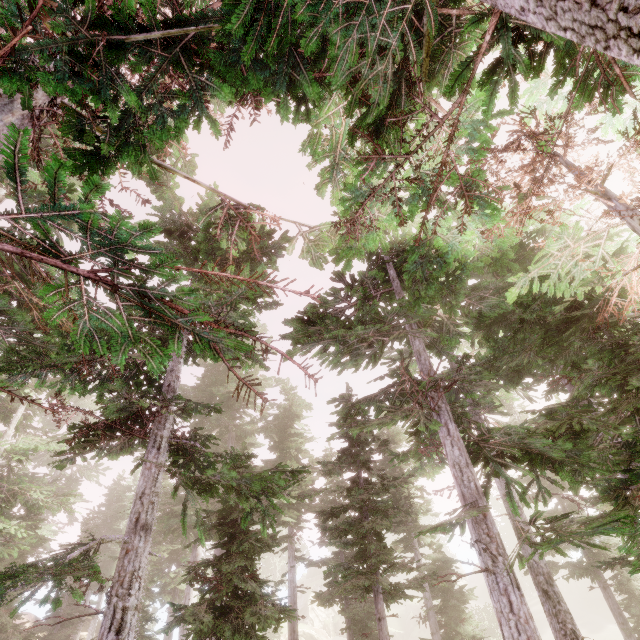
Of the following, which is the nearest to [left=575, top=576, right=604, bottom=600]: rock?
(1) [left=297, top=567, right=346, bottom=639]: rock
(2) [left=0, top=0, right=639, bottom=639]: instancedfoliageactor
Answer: (2) [left=0, top=0, right=639, bottom=639]: instancedfoliageactor

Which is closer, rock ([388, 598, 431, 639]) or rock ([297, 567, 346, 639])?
rock ([297, 567, 346, 639])

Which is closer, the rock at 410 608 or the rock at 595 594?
the rock at 410 608

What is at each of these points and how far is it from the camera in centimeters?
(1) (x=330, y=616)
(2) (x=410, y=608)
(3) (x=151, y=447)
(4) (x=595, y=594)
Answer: (1) rock, 4822cm
(2) rock, 5022cm
(3) instancedfoliageactor, 638cm
(4) rock, 4741cm

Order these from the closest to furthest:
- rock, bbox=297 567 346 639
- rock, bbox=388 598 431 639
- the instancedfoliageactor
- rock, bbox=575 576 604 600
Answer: the instancedfoliageactor < rock, bbox=297 567 346 639 < rock, bbox=388 598 431 639 < rock, bbox=575 576 604 600

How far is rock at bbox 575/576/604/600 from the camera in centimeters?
4716cm

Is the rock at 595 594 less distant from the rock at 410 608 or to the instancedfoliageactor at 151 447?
the instancedfoliageactor at 151 447
